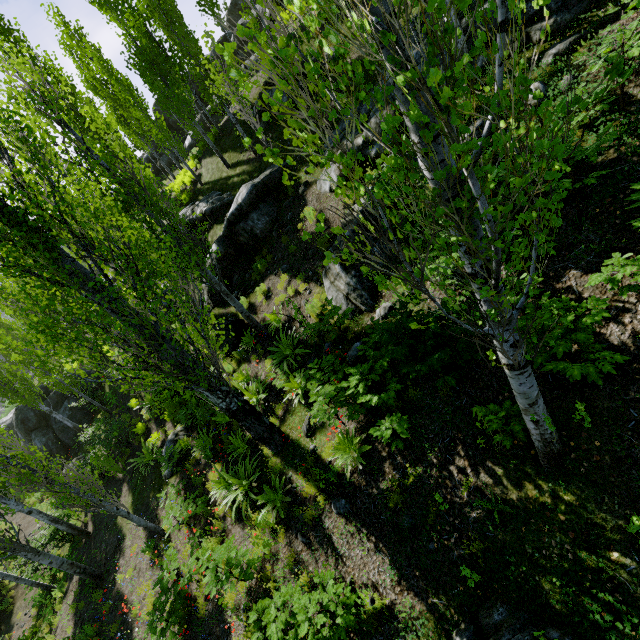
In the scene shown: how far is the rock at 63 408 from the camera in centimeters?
2233cm

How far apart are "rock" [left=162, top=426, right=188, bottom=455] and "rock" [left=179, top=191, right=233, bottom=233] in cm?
1014

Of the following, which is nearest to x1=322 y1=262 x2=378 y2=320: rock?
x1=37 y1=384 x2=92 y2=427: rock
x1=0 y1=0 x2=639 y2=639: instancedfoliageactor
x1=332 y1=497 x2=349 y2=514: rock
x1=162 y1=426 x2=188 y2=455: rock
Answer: x1=0 y1=0 x2=639 y2=639: instancedfoliageactor

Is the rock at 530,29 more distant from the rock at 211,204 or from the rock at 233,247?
the rock at 211,204

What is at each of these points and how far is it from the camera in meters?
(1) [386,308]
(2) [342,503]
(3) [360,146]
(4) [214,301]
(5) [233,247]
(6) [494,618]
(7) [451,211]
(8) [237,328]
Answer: (1) rock, 6.9 m
(2) rock, 5.9 m
(3) rock, 9.1 m
(4) rock, 14.5 m
(5) rock, 13.2 m
(6) rock, 3.7 m
(7) instancedfoliageactor, 2.1 m
(8) rock, 12.0 m

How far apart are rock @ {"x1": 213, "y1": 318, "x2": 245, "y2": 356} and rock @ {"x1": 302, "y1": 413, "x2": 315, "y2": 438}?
5.3 meters

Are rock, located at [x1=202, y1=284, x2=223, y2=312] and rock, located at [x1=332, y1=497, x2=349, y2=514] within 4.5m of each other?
no

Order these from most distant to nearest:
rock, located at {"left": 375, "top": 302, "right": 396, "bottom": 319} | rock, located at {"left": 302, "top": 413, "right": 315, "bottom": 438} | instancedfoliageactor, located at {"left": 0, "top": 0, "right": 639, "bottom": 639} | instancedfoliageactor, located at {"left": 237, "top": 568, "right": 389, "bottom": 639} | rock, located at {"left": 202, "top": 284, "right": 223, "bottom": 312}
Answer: rock, located at {"left": 202, "top": 284, "right": 223, "bottom": 312} → rock, located at {"left": 302, "top": 413, "right": 315, "bottom": 438} → rock, located at {"left": 375, "top": 302, "right": 396, "bottom": 319} → instancedfoliageactor, located at {"left": 237, "top": 568, "right": 389, "bottom": 639} → instancedfoliageactor, located at {"left": 0, "top": 0, "right": 639, "bottom": 639}
